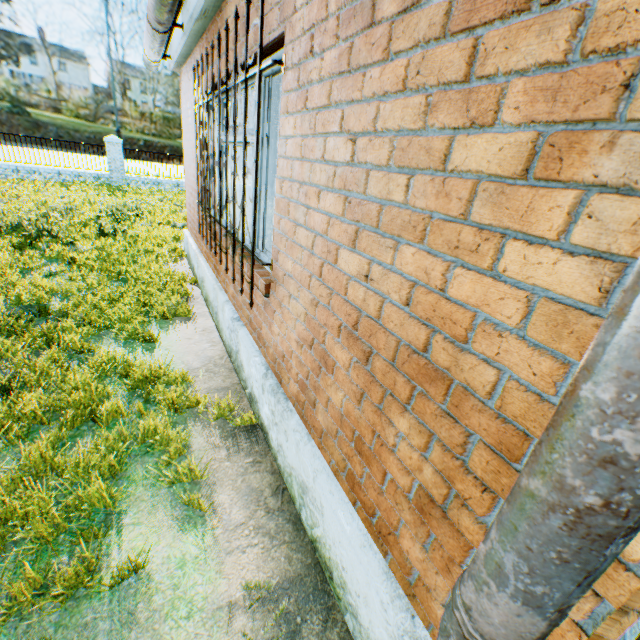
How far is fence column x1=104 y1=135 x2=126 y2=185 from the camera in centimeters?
1693cm

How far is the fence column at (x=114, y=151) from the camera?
16.9 meters

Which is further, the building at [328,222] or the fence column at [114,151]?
the fence column at [114,151]

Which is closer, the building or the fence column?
the building

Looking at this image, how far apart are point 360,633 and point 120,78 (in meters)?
79.80
